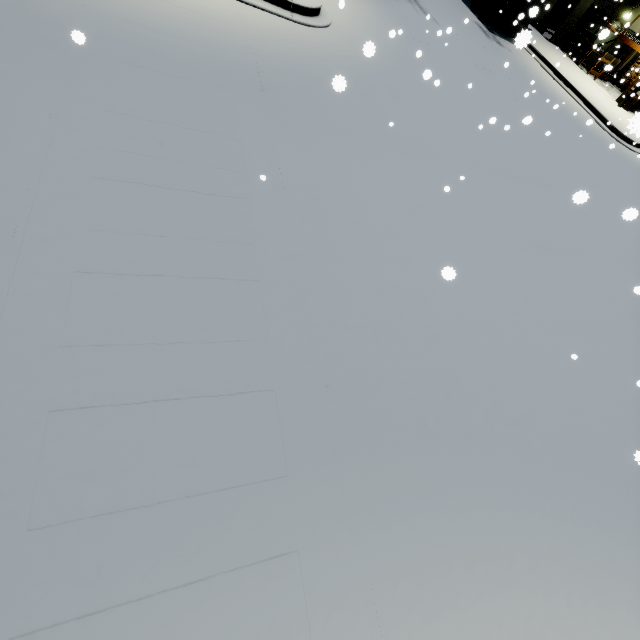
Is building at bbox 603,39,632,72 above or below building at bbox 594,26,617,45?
below

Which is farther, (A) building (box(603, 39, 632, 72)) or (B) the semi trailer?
(A) building (box(603, 39, 632, 72))

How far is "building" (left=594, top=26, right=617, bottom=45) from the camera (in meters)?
6.48

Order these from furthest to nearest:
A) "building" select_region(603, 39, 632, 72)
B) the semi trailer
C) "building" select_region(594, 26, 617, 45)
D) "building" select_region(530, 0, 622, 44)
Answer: "building" select_region(603, 39, 632, 72) < "building" select_region(530, 0, 622, 44) < the semi trailer < "building" select_region(594, 26, 617, 45)

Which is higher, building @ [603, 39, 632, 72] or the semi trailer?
building @ [603, 39, 632, 72]

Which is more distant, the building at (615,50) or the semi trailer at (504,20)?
the building at (615,50)

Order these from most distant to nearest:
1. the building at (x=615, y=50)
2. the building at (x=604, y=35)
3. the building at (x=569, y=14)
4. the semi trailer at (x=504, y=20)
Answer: the building at (x=615, y=50) → the building at (x=569, y=14) → the semi trailer at (x=504, y=20) → the building at (x=604, y=35)

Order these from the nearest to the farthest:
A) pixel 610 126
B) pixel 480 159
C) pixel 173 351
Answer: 1. pixel 173 351
2. pixel 480 159
3. pixel 610 126
